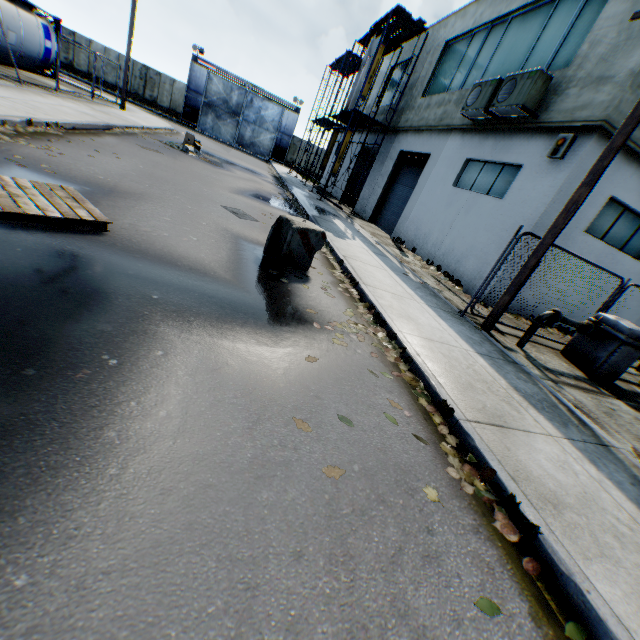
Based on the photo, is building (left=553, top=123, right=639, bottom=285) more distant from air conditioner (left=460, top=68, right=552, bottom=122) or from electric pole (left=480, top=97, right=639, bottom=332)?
electric pole (left=480, top=97, right=639, bottom=332)

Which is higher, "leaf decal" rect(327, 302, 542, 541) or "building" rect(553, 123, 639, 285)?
"building" rect(553, 123, 639, 285)

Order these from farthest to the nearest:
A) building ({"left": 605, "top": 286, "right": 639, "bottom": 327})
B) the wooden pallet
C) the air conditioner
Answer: building ({"left": 605, "top": 286, "right": 639, "bottom": 327}) → the air conditioner → the wooden pallet

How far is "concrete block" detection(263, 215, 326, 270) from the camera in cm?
585

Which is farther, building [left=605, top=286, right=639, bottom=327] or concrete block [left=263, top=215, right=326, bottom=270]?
building [left=605, top=286, right=639, bottom=327]

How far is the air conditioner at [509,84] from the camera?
8.8m

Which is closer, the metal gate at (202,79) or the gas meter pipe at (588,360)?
the gas meter pipe at (588,360)

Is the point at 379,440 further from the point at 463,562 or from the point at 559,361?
the point at 559,361
